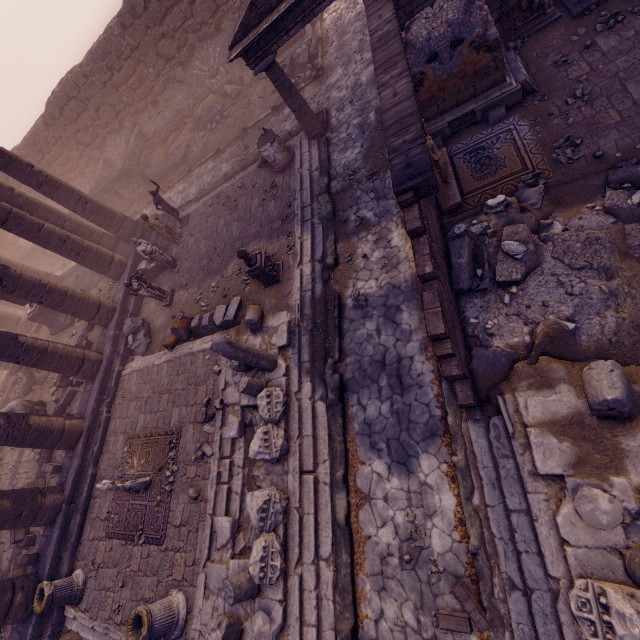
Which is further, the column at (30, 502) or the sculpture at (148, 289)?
the sculpture at (148, 289)

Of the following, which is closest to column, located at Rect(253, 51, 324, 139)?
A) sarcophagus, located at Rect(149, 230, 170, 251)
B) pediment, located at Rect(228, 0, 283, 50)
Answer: pediment, located at Rect(228, 0, 283, 50)

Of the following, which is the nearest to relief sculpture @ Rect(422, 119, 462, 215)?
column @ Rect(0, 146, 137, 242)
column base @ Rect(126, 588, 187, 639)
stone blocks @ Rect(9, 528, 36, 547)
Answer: column base @ Rect(126, 588, 187, 639)

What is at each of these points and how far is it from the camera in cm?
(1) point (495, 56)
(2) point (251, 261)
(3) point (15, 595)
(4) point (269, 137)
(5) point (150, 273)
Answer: (1) building debris, 667
(2) sculpture, 883
(3) column, 885
(4) column base, 1070
(5) building debris, 1380

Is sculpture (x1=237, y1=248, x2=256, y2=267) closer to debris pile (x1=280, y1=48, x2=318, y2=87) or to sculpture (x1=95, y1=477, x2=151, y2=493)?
sculpture (x1=95, y1=477, x2=151, y2=493)

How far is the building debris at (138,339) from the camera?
12.12m

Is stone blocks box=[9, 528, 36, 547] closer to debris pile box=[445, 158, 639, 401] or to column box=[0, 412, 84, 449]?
column box=[0, 412, 84, 449]

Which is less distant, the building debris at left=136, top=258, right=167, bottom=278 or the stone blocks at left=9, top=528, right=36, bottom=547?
the stone blocks at left=9, top=528, right=36, bottom=547
